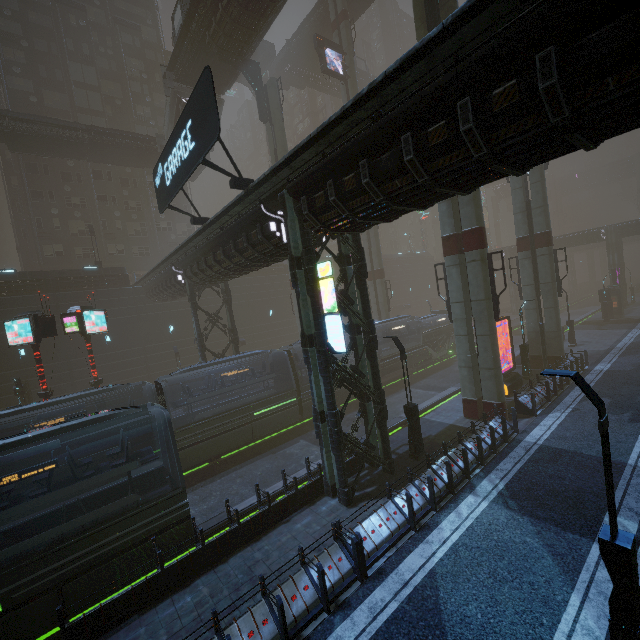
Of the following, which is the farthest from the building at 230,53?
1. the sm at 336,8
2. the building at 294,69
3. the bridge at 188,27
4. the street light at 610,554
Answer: the building at 294,69

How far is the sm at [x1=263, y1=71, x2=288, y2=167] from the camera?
27.40m

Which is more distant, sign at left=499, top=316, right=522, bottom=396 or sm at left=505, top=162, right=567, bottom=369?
sm at left=505, top=162, right=567, bottom=369

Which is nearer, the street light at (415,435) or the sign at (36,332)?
the street light at (415,435)

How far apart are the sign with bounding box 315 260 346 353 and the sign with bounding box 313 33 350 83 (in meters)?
30.17

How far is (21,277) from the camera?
27.09m

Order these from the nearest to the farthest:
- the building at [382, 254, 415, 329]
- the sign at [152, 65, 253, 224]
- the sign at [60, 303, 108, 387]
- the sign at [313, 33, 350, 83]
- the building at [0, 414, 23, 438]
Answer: the sign at [152, 65, 253, 224] < the sign at [60, 303, 108, 387] < the building at [0, 414, 23, 438] < the sign at [313, 33, 350, 83] < the building at [382, 254, 415, 329]

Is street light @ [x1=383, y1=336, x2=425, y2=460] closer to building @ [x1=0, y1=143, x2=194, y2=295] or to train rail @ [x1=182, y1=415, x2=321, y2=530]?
building @ [x1=0, y1=143, x2=194, y2=295]
